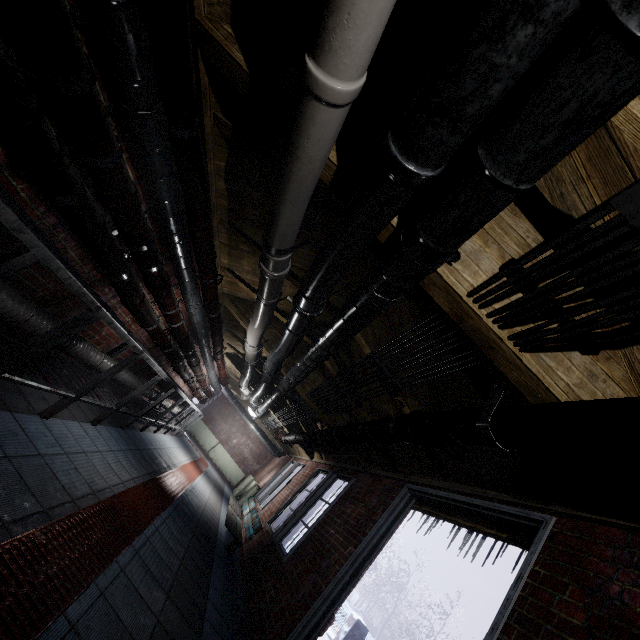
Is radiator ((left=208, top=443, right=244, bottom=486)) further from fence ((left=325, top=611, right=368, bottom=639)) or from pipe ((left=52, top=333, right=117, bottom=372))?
fence ((left=325, top=611, right=368, bottom=639))

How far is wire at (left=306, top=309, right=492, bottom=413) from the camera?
1.6m

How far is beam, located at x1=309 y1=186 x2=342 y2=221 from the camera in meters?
2.0

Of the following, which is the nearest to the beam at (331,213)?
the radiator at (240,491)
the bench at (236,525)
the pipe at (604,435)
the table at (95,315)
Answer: the pipe at (604,435)

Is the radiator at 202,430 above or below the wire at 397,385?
below

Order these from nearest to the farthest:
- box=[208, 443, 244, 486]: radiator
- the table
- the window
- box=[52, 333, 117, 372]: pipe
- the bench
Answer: the table < box=[52, 333, 117, 372]: pipe < the window < the bench < box=[208, 443, 244, 486]: radiator

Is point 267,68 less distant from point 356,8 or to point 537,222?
point 356,8

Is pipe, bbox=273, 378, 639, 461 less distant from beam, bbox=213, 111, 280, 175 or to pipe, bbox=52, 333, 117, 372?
beam, bbox=213, 111, 280, 175
